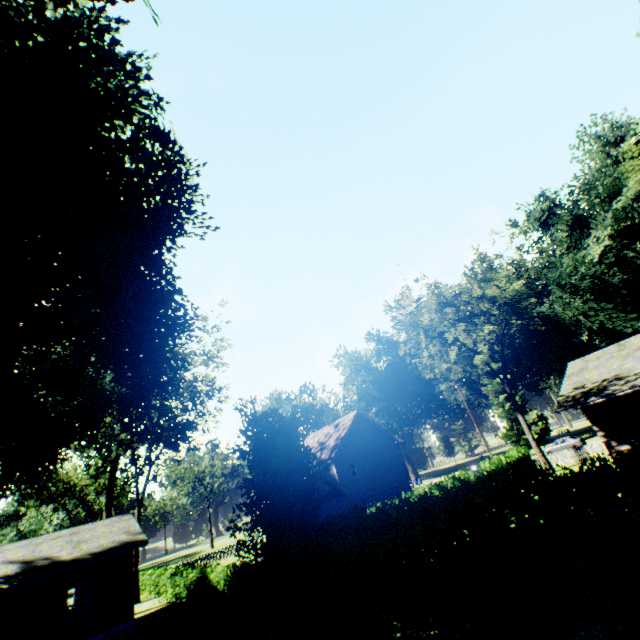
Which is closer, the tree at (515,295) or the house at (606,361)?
the house at (606,361)

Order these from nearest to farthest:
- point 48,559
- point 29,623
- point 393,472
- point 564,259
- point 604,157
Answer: point 29,623
point 48,559
point 393,472
point 604,157
point 564,259

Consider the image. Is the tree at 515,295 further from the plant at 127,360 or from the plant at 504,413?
the plant at 127,360

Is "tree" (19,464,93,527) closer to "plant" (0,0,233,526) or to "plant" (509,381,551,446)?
"plant" (0,0,233,526)

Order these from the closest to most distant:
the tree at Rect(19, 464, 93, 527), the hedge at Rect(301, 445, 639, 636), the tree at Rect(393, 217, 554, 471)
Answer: the hedge at Rect(301, 445, 639, 636)
the tree at Rect(393, 217, 554, 471)
the tree at Rect(19, 464, 93, 527)

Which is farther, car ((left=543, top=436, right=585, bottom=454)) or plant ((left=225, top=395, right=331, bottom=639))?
car ((left=543, top=436, right=585, bottom=454))

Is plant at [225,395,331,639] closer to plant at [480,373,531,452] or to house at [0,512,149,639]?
house at [0,512,149,639]

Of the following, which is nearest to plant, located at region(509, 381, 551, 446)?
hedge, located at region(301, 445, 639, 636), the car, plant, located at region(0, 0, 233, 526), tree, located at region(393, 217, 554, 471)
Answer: the car
